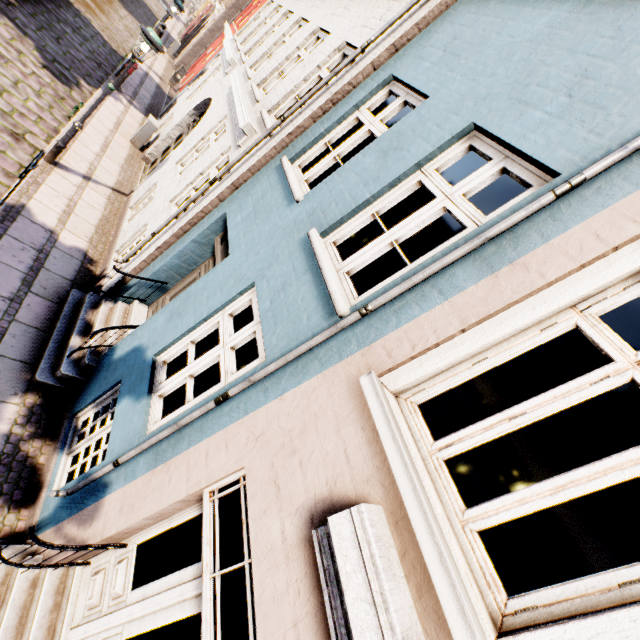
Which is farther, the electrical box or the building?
the electrical box

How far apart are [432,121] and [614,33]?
1.4m

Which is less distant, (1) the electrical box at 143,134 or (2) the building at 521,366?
(2) the building at 521,366

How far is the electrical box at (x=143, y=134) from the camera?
10.8m

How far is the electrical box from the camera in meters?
10.8 m
